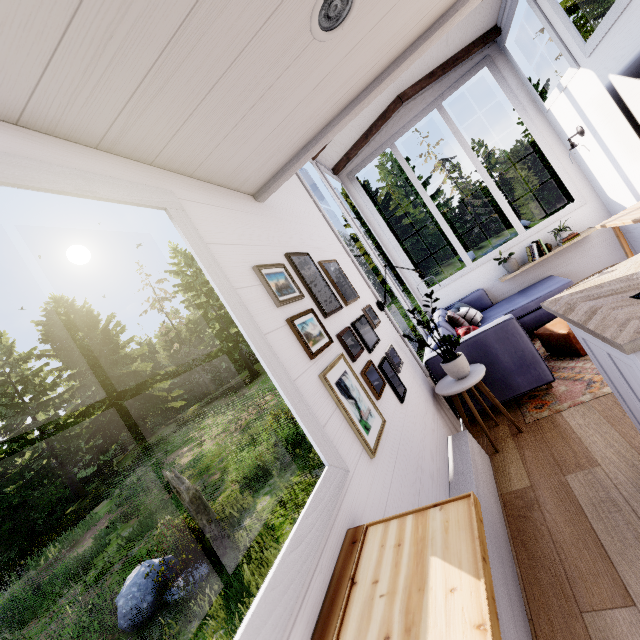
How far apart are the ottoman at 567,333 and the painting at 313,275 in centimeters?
259cm

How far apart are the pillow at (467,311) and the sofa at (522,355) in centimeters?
3cm

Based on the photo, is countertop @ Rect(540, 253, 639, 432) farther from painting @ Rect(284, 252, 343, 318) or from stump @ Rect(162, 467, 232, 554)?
stump @ Rect(162, 467, 232, 554)

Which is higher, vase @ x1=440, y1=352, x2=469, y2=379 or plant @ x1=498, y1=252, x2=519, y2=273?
plant @ x1=498, y1=252, x2=519, y2=273

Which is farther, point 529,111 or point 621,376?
point 529,111

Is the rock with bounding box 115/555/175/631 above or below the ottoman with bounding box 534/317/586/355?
below

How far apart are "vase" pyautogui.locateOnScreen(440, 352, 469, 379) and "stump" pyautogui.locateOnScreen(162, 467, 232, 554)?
6.6m

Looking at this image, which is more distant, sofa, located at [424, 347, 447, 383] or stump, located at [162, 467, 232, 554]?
stump, located at [162, 467, 232, 554]
